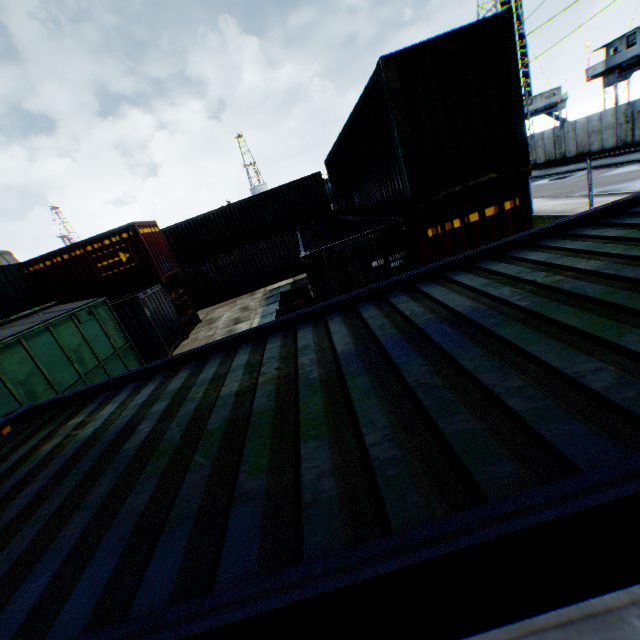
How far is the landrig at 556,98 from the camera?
46.4m

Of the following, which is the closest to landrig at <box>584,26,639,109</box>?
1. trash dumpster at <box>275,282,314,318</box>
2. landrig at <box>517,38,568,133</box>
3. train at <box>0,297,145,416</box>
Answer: landrig at <box>517,38,568,133</box>

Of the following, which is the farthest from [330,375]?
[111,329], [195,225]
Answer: [195,225]

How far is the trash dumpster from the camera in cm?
1025

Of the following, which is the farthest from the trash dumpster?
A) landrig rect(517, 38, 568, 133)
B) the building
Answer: landrig rect(517, 38, 568, 133)

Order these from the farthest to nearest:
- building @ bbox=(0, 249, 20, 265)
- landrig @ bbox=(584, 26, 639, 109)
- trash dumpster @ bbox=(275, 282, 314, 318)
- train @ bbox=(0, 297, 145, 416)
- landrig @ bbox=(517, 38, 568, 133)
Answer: landrig @ bbox=(517, 38, 568, 133) < building @ bbox=(0, 249, 20, 265) < landrig @ bbox=(584, 26, 639, 109) < trash dumpster @ bbox=(275, 282, 314, 318) < train @ bbox=(0, 297, 145, 416)

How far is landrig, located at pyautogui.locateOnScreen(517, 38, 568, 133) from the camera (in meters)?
46.38

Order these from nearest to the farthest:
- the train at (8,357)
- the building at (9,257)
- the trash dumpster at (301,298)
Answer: the train at (8,357), the trash dumpster at (301,298), the building at (9,257)
